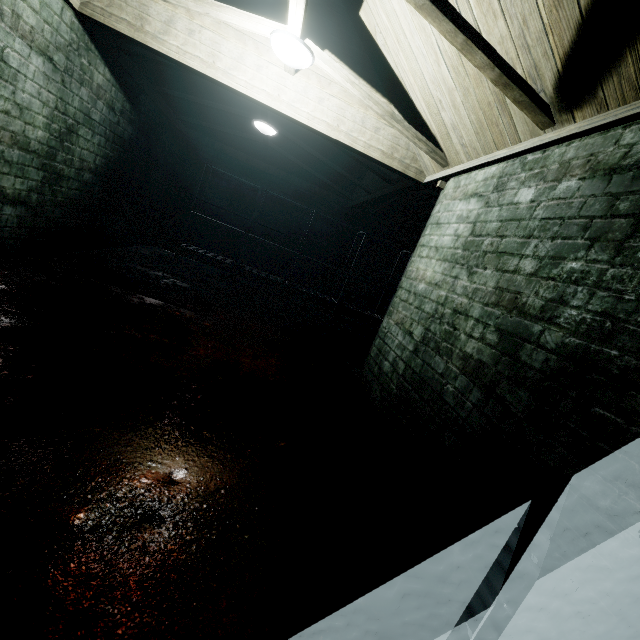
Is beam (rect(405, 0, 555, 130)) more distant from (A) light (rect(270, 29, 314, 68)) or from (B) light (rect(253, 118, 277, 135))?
(B) light (rect(253, 118, 277, 135))

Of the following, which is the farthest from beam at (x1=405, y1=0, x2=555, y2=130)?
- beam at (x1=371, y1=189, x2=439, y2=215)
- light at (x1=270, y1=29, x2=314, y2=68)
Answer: beam at (x1=371, y1=189, x2=439, y2=215)

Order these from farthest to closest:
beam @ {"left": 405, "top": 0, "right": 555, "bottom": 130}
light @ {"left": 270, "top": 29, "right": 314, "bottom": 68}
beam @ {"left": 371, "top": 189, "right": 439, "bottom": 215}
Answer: beam @ {"left": 371, "top": 189, "right": 439, "bottom": 215} < light @ {"left": 270, "top": 29, "right": 314, "bottom": 68} < beam @ {"left": 405, "top": 0, "right": 555, "bottom": 130}

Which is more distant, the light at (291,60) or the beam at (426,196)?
the beam at (426,196)

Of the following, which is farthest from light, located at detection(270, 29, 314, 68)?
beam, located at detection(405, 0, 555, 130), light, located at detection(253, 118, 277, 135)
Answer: light, located at detection(253, 118, 277, 135)

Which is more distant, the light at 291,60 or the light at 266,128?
the light at 266,128

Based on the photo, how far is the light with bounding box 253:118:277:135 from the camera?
4.2 meters

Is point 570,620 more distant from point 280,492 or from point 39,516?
point 39,516
